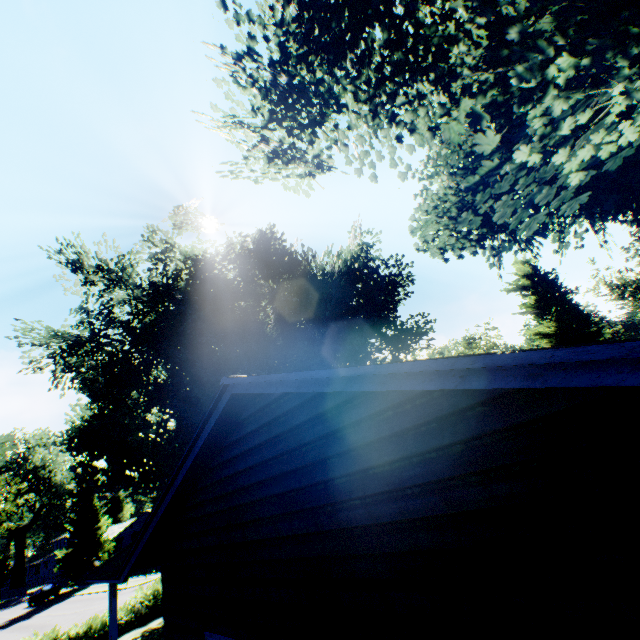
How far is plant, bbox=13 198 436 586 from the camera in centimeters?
1744cm

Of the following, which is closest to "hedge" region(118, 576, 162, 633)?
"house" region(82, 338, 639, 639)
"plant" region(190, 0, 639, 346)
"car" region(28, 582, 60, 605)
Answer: "plant" region(190, 0, 639, 346)

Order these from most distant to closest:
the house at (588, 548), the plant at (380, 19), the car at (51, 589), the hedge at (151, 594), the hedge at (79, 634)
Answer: the car at (51, 589) < the hedge at (151, 594) < the hedge at (79, 634) < the plant at (380, 19) < the house at (588, 548)

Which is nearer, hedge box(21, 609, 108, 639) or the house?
the house

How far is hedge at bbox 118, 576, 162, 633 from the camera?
17.0 meters

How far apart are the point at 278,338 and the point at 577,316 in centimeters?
3272cm

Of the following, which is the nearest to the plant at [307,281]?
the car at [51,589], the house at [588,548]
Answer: the car at [51,589]

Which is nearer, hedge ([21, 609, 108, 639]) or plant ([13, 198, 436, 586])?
hedge ([21, 609, 108, 639])
